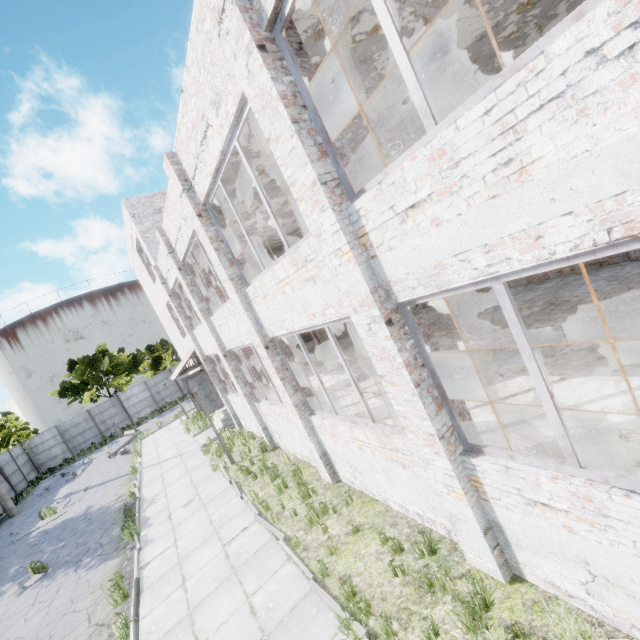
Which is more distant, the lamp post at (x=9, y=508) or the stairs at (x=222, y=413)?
the lamp post at (x=9, y=508)

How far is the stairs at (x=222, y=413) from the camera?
17.01m

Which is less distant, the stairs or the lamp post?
the stairs

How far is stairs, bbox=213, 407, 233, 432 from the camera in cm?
1701

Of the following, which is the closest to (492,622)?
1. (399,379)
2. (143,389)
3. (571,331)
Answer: (399,379)
